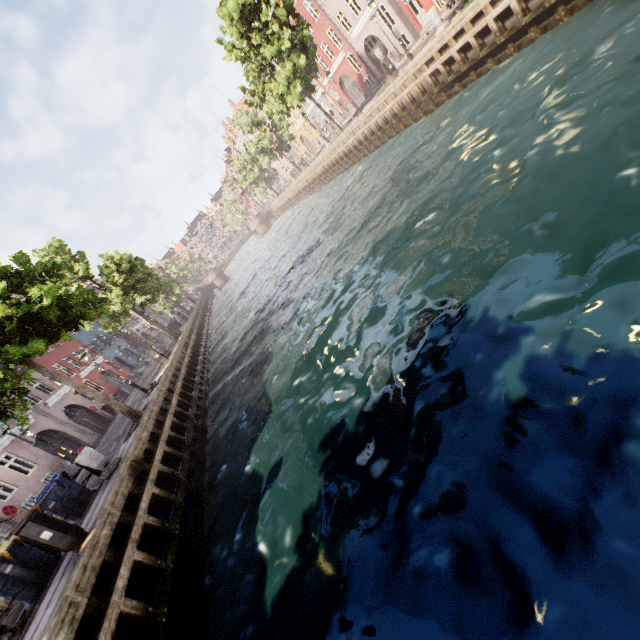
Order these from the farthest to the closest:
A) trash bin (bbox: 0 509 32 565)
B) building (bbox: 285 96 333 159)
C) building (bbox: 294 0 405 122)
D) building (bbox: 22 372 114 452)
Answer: building (bbox: 285 96 333 159) → building (bbox: 294 0 405 122) → building (bbox: 22 372 114 452) → trash bin (bbox: 0 509 32 565)

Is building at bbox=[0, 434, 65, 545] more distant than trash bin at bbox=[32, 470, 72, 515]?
Yes

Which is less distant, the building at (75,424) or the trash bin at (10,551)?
the trash bin at (10,551)

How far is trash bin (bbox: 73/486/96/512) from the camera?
9.91m

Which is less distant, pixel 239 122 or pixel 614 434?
pixel 614 434

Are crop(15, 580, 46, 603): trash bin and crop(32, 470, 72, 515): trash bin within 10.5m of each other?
yes

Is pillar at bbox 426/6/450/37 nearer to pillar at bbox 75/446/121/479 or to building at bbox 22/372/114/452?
pillar at bbox 75/446/121/479

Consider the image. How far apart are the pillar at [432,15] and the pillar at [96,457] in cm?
2179
